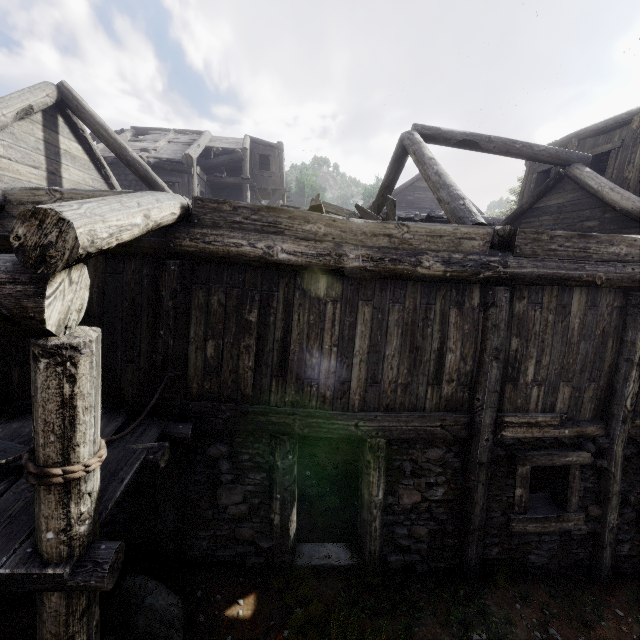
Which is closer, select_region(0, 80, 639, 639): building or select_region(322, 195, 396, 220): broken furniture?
select_region(0, 80, 639, 639): building

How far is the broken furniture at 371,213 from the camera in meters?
7.6 m

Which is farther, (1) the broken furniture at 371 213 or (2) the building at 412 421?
Result: (1) the broken furniture at 371 213

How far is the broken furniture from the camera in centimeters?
760cm

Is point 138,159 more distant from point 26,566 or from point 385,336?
point 26,566
